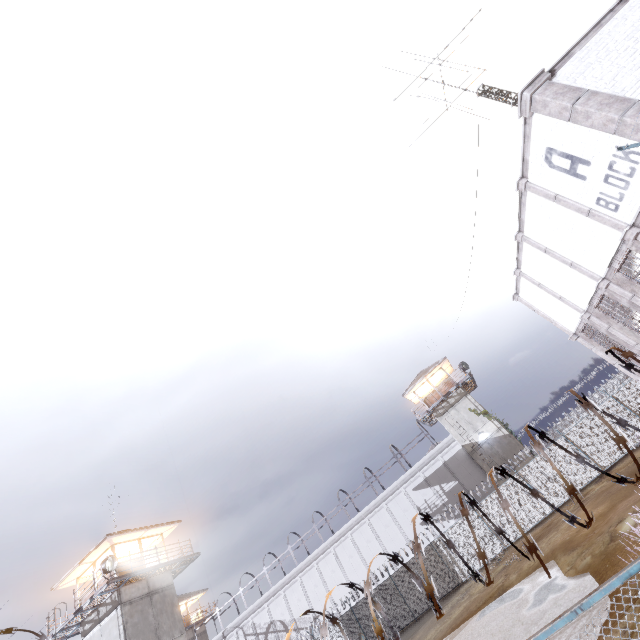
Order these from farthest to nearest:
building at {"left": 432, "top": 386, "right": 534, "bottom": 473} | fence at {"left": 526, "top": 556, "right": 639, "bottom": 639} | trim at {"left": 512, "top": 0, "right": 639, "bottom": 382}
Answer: building at {"left": 432, "top": 386, "right": 534, "bottom": 473}, trim at {"left": 512, "top": 0, "right": 639, "bottom": 382}, fence at {"left": 526, "top": 556, "right": 639, "bottom": 639}

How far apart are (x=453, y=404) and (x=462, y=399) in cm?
101

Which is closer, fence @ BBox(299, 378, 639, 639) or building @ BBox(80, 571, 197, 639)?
fence @ BBox(299, 378, 639, 639)

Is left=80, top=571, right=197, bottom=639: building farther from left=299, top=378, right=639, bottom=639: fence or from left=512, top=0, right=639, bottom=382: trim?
left=512, top=0, right=639, bottom=382: trim

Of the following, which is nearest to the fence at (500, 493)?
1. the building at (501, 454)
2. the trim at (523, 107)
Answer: the trim at (523, 107)

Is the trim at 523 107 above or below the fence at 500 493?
above

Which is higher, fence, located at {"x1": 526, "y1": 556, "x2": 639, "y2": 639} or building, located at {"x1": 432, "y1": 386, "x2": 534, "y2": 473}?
building, located at {"x1": 432, "y1": 386, "x2": 534, "y2": 473}

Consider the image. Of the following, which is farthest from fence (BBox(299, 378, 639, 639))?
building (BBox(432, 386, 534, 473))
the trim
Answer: building (BBox(432, 386, 534, 473))
